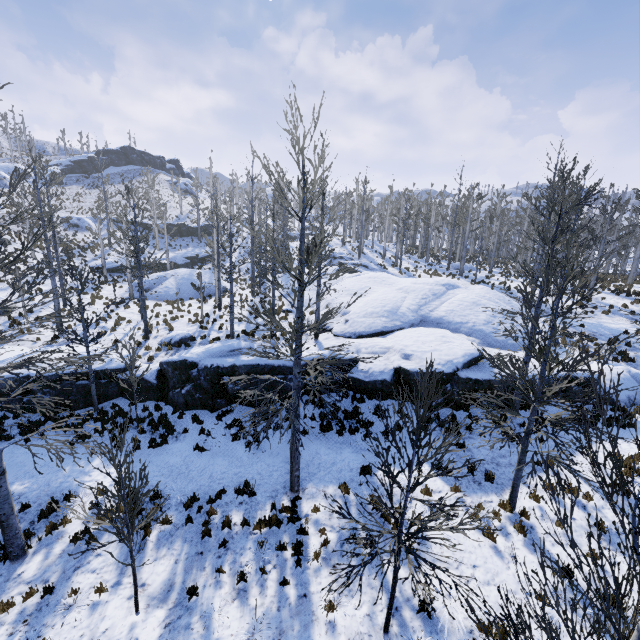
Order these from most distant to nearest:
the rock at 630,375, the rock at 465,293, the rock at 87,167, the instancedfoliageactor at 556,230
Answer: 1. the rock at 87,167
2. the rock at 630,375
3. the rock at 465,293
4. the instancedfoliageactor at 556,230

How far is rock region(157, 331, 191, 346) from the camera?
18.1 meters

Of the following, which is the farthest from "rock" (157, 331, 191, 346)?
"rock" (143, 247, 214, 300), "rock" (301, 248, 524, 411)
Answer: "rock" (143, 247, 214, 300)

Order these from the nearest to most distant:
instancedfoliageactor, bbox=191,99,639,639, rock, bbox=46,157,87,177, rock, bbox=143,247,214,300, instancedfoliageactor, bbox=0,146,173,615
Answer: instancedfoliageactor, bbox=191,99,639,639 < instancedfoliageactor, bbox=0,146,173,615 < rock, bbox=143,247,214,300 < rock, bbox=46,157,87,177

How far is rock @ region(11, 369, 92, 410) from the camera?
12.9m

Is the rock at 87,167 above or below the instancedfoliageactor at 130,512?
above

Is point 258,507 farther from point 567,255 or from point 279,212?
point 279,212

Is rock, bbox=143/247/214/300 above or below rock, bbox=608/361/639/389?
above
